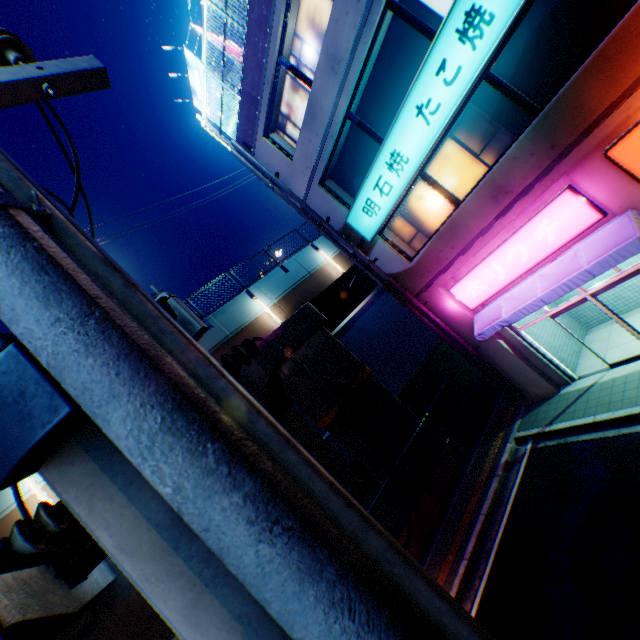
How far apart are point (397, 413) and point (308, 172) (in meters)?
10.76

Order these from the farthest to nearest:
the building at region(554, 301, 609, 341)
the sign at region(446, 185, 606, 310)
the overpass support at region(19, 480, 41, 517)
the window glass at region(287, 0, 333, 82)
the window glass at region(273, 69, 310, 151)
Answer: the building at region(554, 301, 609, 341) → the window glass at region(273, 69, 310, 151) → the overpass support at region(19, 480, 41, 517) → the window glass at region(287, 0, 333, 82) → the sign at region(446, 185, 606, 310)

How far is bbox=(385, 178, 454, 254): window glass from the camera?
10.41m

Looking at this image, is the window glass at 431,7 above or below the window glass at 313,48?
below

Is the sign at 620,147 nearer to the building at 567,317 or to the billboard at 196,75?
the building at 567,317

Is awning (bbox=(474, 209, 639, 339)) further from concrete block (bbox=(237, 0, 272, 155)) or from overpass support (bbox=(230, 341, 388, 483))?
concrete block (bbox=(237, 0, 272, 155))

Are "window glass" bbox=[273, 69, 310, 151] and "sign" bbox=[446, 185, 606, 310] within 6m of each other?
no

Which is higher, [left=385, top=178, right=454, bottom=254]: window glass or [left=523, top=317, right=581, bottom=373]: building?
[left=385, top=178, right=454, bottom=254]: window glass
